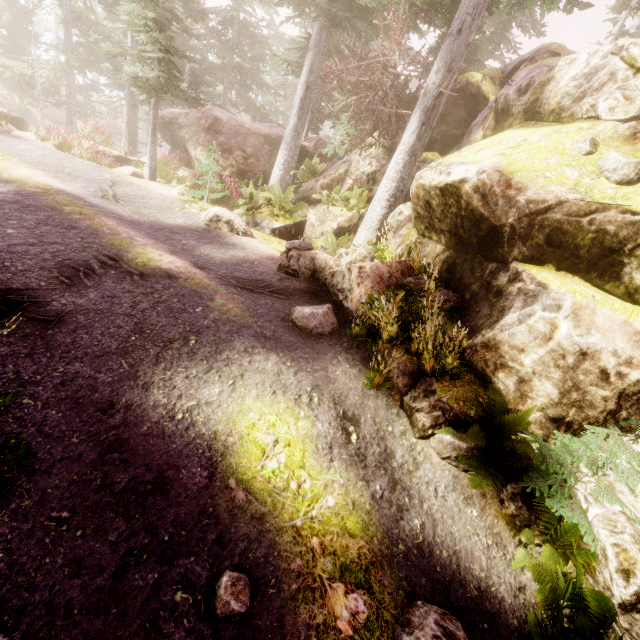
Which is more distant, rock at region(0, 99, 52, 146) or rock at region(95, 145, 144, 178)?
rock at region(95, 145, 144, 178)

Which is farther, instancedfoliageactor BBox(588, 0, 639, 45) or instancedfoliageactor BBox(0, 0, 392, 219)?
instancedfoliageactor BBox(588, 0, 639, 45)

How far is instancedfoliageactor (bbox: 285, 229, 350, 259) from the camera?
9.60m

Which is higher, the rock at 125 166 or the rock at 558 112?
the rock at 558 112

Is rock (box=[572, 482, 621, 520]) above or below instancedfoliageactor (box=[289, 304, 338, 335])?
above

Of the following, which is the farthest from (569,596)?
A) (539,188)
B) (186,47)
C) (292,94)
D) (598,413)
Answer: (292,94)

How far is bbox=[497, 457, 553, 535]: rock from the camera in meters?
4.4

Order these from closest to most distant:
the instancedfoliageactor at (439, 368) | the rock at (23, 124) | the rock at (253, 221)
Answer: the instancedfoliageactor at (439, 368) < the rock at (253, 221) < the rock at (23, 124)
